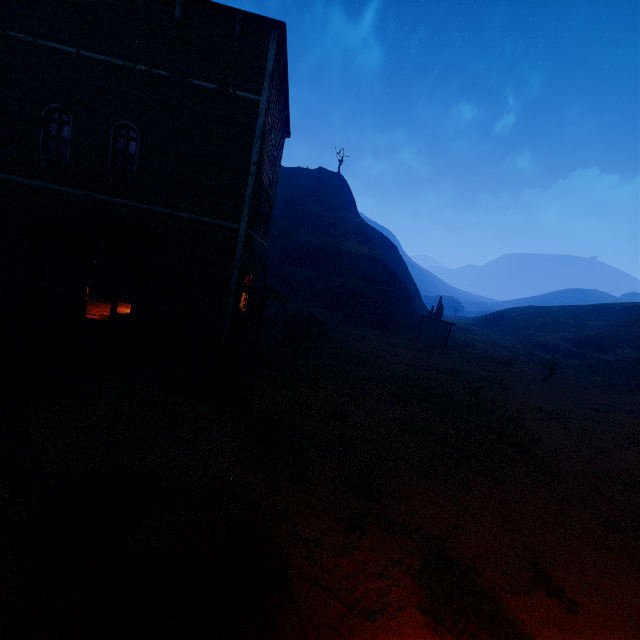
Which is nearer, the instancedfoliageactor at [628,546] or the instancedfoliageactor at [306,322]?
the instancedfoliageactor at [628,546]

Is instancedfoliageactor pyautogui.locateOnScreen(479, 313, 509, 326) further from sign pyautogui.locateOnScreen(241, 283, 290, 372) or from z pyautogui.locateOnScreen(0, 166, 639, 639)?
sign pyautogui.locateOnScreen(241, 283, 290, 372)

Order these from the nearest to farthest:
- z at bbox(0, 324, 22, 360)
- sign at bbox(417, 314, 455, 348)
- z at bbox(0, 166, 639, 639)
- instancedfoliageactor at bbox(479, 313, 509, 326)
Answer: z at bbox(0, 166, 639, 639) → z at bbox(0, 324, 22, 360) → sign at bbox(417, 314, 455, 348) → instancedfoliageactor at bbox(479, 313, 509, 326)

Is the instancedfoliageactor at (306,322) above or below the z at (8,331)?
above

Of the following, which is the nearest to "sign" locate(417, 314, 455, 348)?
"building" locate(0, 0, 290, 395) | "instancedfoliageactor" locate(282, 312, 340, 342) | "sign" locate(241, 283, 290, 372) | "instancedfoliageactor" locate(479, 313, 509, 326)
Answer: "instancedfoliageactor" locate(282, 312, 340, 342)

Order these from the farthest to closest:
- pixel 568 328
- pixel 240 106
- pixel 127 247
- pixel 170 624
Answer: pixel 568 328, pixel 240 106, pixel 127 247, pixel 170 624

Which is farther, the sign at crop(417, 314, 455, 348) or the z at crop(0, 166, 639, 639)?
the sign at crop(417, 314, 455, 348)

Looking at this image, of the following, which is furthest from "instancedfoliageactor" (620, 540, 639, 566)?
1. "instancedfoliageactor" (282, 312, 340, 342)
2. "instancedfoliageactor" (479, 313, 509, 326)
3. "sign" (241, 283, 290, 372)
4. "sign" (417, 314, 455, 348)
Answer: "instancedfoliageactor" (479, 313, 509, 326)
